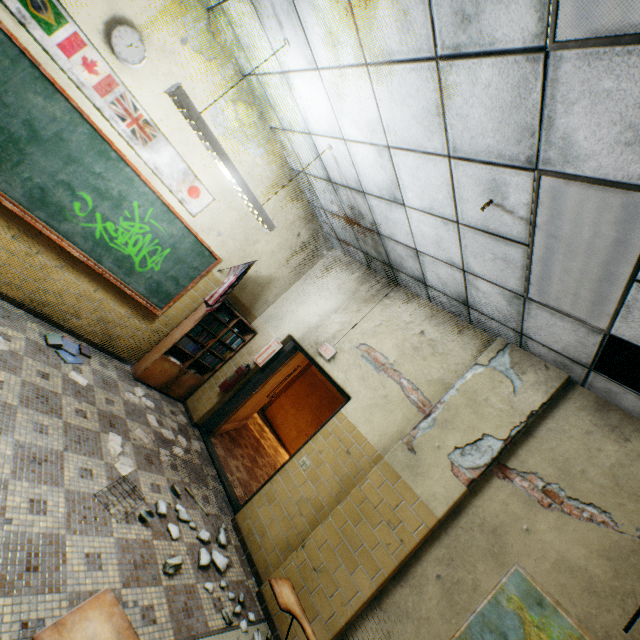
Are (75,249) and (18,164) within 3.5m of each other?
yes

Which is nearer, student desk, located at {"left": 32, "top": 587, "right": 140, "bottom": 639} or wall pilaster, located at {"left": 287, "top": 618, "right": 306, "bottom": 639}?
student desk, located at {"left": 32, "top": 587, "right": 140, "bottom": 639}

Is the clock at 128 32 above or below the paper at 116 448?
above

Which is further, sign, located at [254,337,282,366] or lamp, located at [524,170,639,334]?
sign, located at [254,337,282,366]

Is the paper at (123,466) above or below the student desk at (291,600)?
below

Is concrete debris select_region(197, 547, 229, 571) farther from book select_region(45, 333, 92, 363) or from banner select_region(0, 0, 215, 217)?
banner select_region(0, 0, 215, 217)

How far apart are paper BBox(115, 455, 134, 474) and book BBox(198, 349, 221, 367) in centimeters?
177cm

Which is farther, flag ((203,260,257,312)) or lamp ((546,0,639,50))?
flag ((203,260,257,312))
